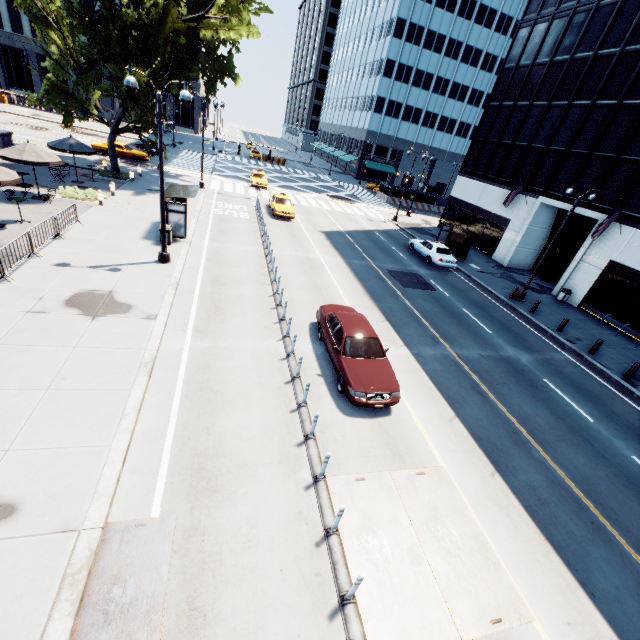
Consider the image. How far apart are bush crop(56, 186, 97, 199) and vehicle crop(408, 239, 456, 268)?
23.07m

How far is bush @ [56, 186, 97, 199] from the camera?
20.19m

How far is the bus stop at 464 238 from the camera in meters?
27.2

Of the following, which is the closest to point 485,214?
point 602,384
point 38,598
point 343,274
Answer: point 343,274

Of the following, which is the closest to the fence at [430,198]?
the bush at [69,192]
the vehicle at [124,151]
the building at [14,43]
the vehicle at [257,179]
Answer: the vehicle at [257,179]

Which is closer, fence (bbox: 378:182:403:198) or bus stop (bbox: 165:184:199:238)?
bus stop (bbox: 165:184:199:238)

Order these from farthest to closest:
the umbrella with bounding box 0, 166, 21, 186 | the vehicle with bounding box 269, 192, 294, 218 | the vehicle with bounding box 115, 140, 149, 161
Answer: the vehicle with bounding box 115, 140, 149, 161, the vehicle with bounding box 269, 192, 294, 218, the umbrella with bounding box 0, 166, 21, 186

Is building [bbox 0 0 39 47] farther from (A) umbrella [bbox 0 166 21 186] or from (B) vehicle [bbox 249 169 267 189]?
(A) umbrella [bbox 0 166 21 186]
